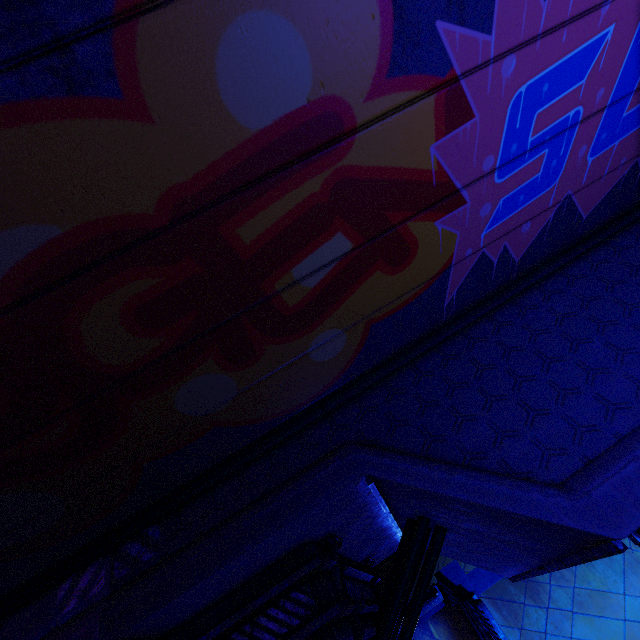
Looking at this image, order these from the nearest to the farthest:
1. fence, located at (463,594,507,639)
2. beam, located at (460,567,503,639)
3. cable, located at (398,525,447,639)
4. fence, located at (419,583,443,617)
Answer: cable, located at (398,525,447,639) → fence, located at (463,594,507,639) → fence, located at (419,583,443,617) → beam, located at (460,567,503,639)

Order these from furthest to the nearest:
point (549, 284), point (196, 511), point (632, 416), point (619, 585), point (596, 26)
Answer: point (619, 585)
point (549, 284)
point (196, 511)
point (632, 416)
point (596, 26)

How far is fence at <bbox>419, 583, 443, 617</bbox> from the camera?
7.1m

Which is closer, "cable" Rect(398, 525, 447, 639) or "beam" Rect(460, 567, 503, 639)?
A: "cable" Rect(398, 525, 447, 639)

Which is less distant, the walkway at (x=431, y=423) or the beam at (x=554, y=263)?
the walkway at (x=431, y=423)

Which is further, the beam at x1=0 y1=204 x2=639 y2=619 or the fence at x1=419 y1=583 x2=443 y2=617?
the fence at x1=419 y1=583 x2=443 y2=617

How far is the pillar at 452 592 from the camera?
9.0 meters

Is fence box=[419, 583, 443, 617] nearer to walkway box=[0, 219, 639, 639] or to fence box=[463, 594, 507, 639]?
fence box=[463, 594, 507, 639]
